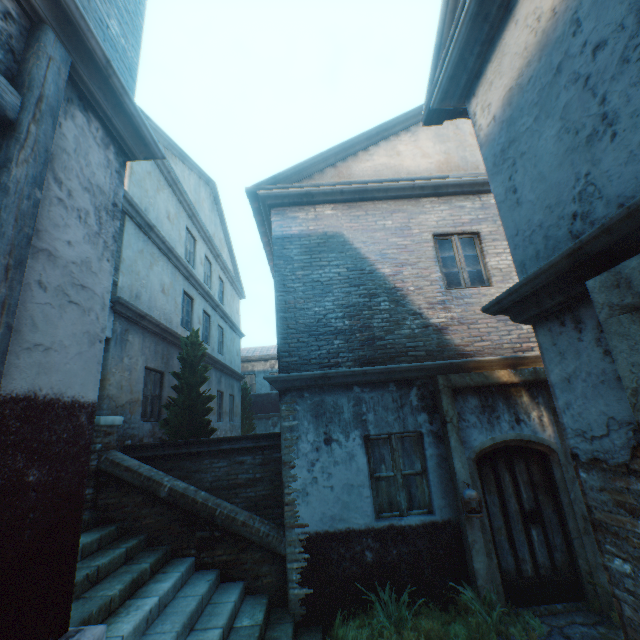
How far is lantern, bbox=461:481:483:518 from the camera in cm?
492

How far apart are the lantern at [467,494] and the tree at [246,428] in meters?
14.4

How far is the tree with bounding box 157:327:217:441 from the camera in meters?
7.7

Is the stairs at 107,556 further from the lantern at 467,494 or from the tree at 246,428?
the tree at 246,428

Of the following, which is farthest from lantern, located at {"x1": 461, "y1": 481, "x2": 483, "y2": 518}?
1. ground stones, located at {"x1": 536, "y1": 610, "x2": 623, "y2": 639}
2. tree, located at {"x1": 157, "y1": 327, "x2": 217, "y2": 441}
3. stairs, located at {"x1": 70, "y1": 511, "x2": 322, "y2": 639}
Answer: tree, located at {"x1": 157, "y1": 327, "x2": 217, "y2": 441}

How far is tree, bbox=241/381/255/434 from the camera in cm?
1797

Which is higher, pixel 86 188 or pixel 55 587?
pixel 86 188

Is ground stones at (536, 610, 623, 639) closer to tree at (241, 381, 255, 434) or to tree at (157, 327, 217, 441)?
tree at (157, 327, 217, 441)
